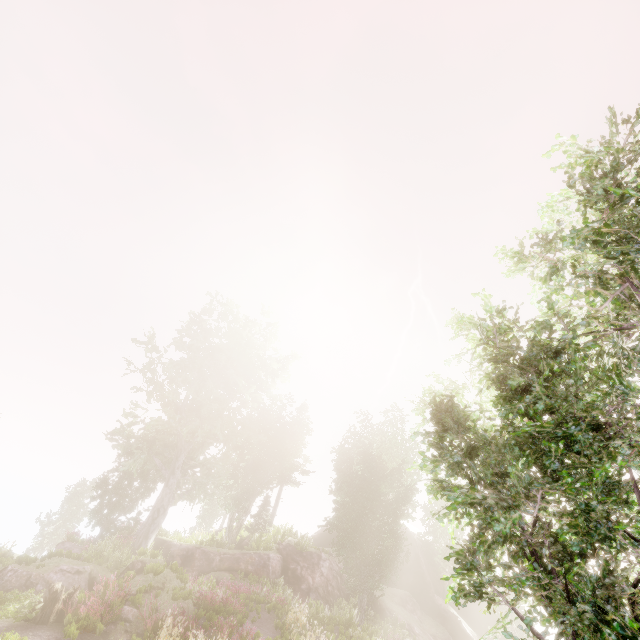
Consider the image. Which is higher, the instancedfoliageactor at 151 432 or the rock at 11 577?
the instancedfoliageactor at 151 432

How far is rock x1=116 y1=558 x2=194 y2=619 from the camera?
12.2m

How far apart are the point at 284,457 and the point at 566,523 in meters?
28.6 m

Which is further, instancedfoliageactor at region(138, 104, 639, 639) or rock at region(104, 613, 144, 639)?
rock at region(104, 613, 144, 639)

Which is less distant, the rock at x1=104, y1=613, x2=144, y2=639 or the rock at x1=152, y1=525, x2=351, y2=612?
the rock at x1=104, y1=613, x2=144, y2=639

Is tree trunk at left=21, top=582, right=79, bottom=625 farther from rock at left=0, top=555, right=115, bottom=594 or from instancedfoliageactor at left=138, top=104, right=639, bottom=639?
instancedfoliageactor at left=138, top=104, right=639, bottom=639

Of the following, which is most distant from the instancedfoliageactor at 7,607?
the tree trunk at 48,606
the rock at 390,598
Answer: the tree trunk at 48,606
